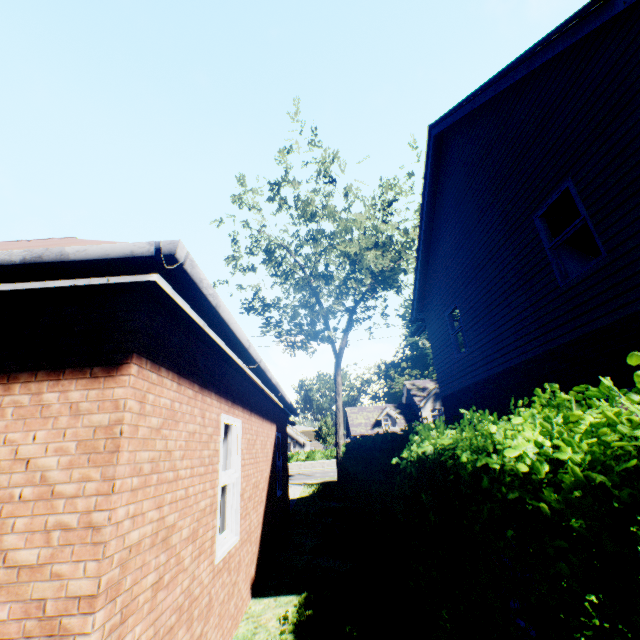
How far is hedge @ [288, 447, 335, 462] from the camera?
35.47m

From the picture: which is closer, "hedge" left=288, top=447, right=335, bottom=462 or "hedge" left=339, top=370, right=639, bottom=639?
"hedge" left=339, top=370, right=639, bottom=639

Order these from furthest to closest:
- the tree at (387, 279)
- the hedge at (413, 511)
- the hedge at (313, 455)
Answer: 1. the hedge at (313, 455)
2. the tree at (387, 279)
3. the hedge at (413, 511)

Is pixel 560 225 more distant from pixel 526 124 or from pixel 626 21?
pixel 626 21

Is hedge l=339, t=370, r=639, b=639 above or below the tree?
below

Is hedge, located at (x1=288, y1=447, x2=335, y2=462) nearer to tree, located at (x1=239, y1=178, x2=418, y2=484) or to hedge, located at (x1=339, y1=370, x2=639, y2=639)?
tree, located at (x1=239, y1=178, x2=418, y2=484)

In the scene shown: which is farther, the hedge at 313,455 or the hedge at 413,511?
the hedge at 313,455
